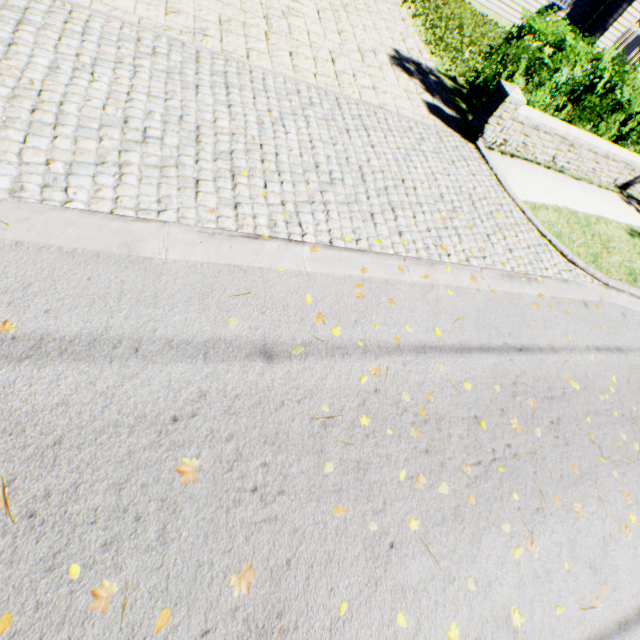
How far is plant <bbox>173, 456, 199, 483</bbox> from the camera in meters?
2.2 m

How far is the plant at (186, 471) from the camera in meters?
2.2

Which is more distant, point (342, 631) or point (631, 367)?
point (631, 367)
